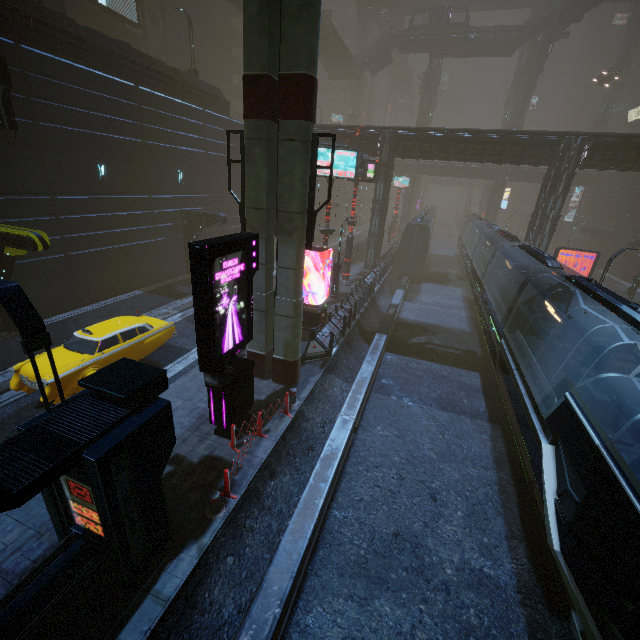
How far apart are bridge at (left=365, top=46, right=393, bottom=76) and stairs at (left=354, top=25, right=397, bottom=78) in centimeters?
1cm

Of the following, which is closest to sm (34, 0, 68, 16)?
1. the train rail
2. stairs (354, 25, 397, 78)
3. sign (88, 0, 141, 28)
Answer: sign (88, 0, 141, 28)

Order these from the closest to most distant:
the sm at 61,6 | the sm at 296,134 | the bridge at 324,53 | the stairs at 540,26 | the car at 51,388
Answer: the sm at 296,134
the car at 51,388
the sm at 61,6
the stairs at 540,26
the bridge at 324,53

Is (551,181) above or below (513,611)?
above

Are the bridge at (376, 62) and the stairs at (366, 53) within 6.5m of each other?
yes

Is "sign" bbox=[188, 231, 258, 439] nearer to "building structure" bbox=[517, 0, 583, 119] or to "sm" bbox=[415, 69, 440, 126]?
"sm" bbox=[415, 69, 440, 126]

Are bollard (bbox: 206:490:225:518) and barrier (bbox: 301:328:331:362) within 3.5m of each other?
no

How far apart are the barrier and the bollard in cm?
716
